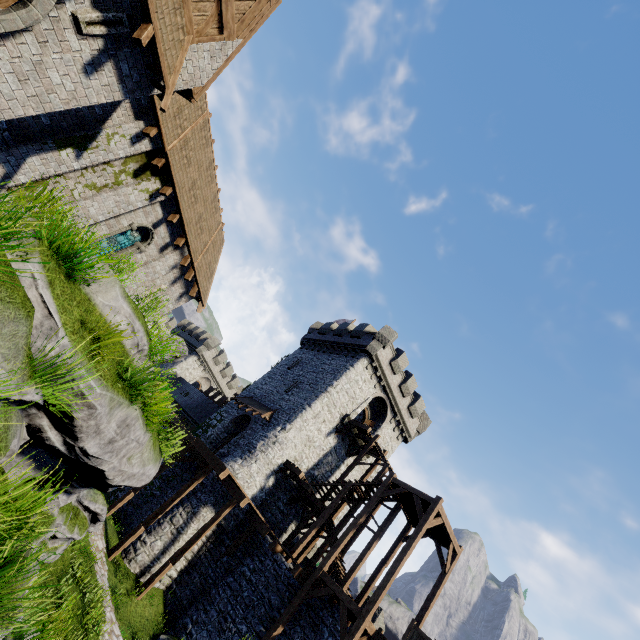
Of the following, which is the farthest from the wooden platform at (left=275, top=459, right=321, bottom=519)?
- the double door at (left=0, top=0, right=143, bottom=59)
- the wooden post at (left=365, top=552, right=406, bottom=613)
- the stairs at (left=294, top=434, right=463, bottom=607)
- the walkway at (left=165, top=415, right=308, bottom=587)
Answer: the double door at (left=0, top=0, right=143, bottom=59)

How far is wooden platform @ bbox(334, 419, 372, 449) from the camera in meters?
24.0 m

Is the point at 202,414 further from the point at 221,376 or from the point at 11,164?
the point at 11,164

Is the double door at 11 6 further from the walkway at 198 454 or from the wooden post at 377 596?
the wooden post at 377 596

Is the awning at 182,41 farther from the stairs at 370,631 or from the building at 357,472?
the building at 357,472

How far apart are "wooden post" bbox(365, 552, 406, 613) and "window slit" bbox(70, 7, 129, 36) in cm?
2005

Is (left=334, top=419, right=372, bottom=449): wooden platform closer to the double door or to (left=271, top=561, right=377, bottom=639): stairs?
(left=271, top=561, right=377, bottom=639): stairs

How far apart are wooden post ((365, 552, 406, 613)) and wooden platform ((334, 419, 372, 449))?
9.03m
